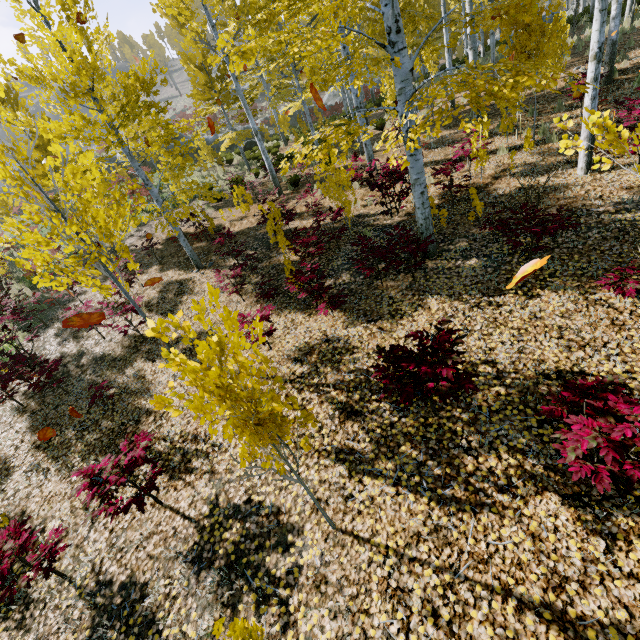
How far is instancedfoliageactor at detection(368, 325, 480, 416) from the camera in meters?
3.3

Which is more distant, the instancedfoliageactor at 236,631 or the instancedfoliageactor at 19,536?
the instancedfoliageactor at 19,536

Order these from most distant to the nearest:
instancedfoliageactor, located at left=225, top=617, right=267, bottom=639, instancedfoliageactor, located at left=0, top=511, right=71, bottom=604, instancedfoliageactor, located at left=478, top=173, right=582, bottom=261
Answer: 1. instancedfoliageactor, located at left=478, top=173, right=582, bottom=261
2. instancedfoliageactor, located at left=0, top=511, right=71, bottom=604
3. instancedfoliageactor, located at left=225, top=617, right=267, bottom=639

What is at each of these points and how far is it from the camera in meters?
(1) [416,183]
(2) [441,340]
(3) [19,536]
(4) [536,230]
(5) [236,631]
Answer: (1) instancedfoliageactor, 5.9 m
(2) instancedfoliageactor, 3.3 m
(3) instancedfoliageactor, 3.9 m
(4) instancedfoliageactor, 5.0 m
(5) instancedfoliageactor, 2.3 m

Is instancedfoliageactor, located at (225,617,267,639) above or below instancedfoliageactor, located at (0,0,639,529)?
below
